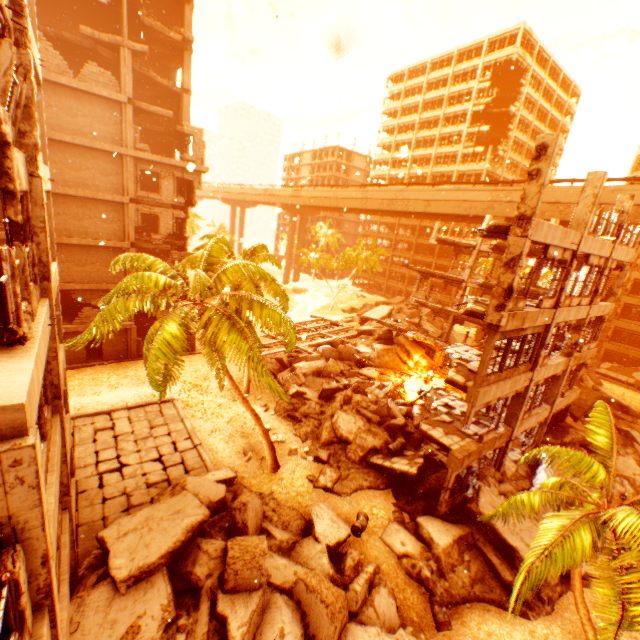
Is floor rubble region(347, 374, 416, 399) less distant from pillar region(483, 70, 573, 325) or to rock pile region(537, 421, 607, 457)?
rock pile region(537, 421, 607, 457)

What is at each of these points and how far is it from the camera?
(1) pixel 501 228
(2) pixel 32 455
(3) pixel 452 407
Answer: (1) floor rubble, 11.0 meters
(2) pillar, 3.7 meters
(3) floor rubble, 16.8 meters

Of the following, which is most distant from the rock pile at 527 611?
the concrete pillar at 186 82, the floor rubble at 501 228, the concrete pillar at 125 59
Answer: the concrete pillar at 186 82

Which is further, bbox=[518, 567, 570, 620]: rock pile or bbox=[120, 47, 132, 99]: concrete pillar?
bbox=[120, 47, 132, 99]: concrete pillar

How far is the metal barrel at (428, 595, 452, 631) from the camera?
10.8m

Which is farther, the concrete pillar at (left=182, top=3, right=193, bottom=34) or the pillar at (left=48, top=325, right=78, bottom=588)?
the concrete pillar at (left=182, top=3, right=193, bottom=34)

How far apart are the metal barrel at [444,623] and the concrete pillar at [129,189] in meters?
27.7 m

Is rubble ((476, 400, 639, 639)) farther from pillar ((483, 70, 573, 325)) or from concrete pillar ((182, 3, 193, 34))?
concrete pillar ((182, 3, 193, 34))
